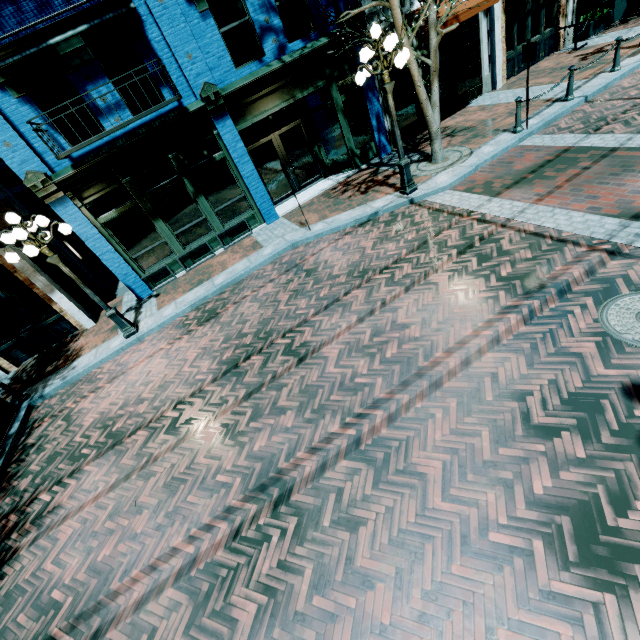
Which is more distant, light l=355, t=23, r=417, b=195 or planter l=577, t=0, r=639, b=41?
planter l=577, t=0, r=639, b=41

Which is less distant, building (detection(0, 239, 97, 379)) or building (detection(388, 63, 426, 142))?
building (detection(0, 239, 97, 379))

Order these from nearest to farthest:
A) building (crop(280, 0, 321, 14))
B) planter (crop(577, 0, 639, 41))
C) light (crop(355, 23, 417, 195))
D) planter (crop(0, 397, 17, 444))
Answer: light (crop(355, 23, 417, 195)) < planter (crop(0, 397, 17, 444)) < building (crop(280, 0, 321, 14)) < planter (crop(577, 0, 639, 41))

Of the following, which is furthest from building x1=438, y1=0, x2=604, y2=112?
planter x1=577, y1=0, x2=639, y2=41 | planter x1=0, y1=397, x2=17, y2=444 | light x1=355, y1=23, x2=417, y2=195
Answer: planter x1=0, y1=397, x2=17, y2=444

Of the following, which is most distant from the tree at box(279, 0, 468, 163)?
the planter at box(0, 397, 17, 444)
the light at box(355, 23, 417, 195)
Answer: the planter at box(0, 397, 17, 444)

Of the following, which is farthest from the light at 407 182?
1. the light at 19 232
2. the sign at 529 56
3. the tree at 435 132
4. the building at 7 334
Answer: the building at 7 334

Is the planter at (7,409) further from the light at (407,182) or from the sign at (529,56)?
the sign at (529,56)

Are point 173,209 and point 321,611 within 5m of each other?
no
